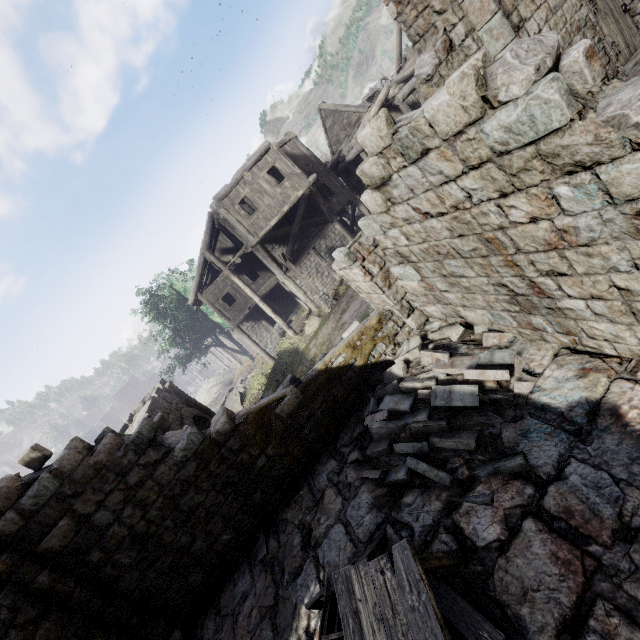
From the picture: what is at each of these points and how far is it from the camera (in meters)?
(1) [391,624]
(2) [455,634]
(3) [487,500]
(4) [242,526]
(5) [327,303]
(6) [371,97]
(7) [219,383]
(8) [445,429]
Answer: (1) broken furniture, 3.34
(2) building, 3.55
(3) rubble, 4.17
(4) building, 7.16
(5) wooden lamp post, 19.06
(6) broken furniture, 22.34
(7) rock, 40.09
(8) rubble, 5.08

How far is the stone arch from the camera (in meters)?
11.64

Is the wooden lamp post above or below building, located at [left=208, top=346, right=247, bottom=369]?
above

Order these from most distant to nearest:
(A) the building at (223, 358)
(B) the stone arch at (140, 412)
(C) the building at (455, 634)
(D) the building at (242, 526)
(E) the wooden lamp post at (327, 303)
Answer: (A) the building at (223, 358) → (E) the wooden lamp post at (327, 303) → (B) the stone arch at (140, 412) → (C) the building at (455, 634) → (D) the building at (242, 526)

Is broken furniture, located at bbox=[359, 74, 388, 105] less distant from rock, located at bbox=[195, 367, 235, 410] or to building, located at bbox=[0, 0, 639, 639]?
building, located at bbox=[0, 0, 639, 639]

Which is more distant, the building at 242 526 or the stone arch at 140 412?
the stone arch at 140 412

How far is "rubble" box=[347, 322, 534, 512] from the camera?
4.7 meters

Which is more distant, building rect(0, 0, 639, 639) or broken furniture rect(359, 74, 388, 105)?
broken furniture rect(359, 74, 388, 105)
